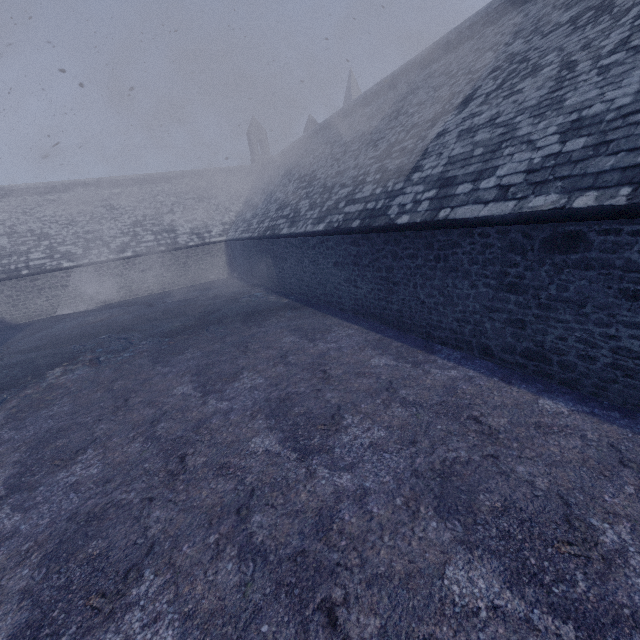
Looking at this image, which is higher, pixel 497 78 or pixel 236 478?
pixel 497 78
